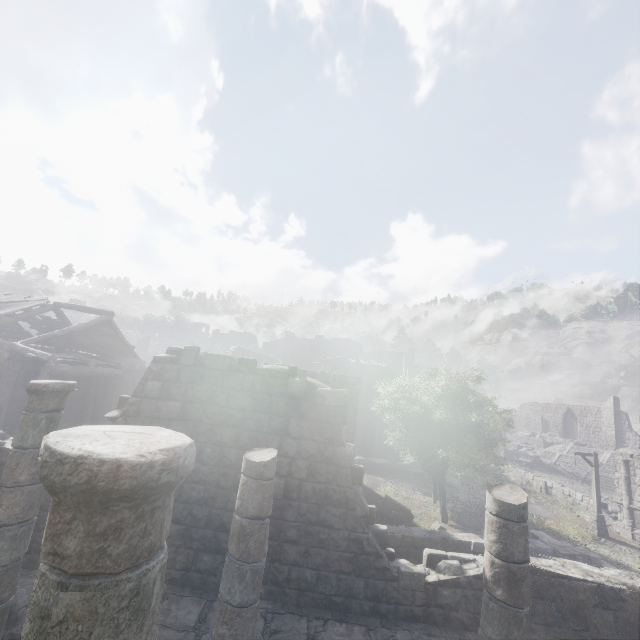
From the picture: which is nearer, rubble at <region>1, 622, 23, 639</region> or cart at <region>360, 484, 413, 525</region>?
rubble at <region>1, 622, 23, 639</region>

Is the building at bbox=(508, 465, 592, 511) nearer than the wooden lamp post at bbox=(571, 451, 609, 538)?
No

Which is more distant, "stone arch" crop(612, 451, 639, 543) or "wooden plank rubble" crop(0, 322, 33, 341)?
"wooden plank rubble" crop(0, 322, 33, 341)

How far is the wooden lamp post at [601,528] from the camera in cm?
1945

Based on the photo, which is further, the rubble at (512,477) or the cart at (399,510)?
the rubble at (512,477)

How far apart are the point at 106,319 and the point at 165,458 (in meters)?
22.66

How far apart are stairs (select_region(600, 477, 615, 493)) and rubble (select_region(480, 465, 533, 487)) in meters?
7.7

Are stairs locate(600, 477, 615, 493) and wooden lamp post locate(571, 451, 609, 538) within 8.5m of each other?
no
